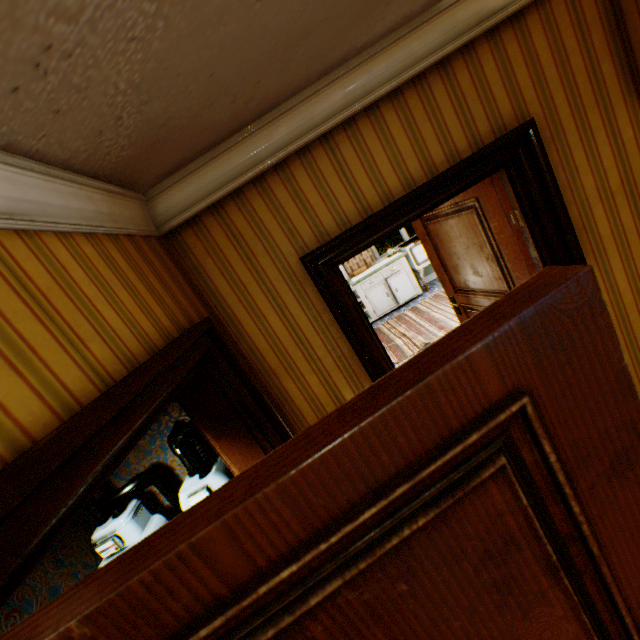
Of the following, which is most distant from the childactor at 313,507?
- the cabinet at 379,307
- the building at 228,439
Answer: the cabinet at 379,307

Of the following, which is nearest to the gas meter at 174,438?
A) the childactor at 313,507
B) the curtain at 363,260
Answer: the childactor at 313,507

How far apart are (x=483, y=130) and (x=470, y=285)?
1.44m

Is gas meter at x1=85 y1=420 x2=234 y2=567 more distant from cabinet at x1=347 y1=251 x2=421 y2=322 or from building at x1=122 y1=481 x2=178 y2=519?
cabinet at x1=347 y1=251 x2=421 y2=322

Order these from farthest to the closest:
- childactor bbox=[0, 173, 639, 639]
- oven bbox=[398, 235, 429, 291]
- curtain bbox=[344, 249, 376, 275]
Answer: curtain bbox=[344, 249, 376, 275] < oven bbox=[398, 235, 429, 291] < childactor bbox=[0, 173, 639, 639]

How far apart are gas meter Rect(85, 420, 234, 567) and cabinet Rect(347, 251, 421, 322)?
5.8m

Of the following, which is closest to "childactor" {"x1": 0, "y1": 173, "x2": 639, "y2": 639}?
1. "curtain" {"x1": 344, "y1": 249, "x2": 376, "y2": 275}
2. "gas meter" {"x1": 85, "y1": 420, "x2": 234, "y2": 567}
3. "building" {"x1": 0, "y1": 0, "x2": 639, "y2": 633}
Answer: "building" {"x1": 0, "y1": 0, "x2": 639, "y2": 633}

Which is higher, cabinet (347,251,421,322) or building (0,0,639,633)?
building (0,0,639,633)
